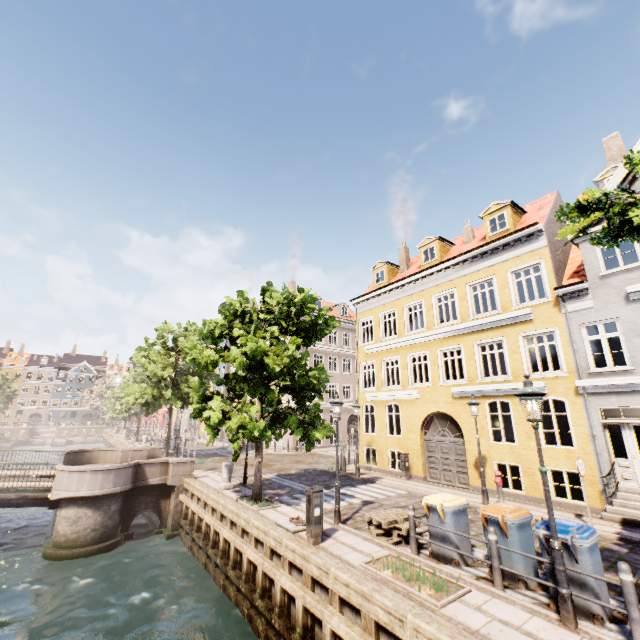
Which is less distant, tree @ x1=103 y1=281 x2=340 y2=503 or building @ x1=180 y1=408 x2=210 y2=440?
tree @ x1=103 y1=281 x2=340 y2=503

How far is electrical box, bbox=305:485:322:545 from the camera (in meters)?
8.12

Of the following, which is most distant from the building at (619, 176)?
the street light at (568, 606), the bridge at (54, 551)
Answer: the street light at (568, 606)

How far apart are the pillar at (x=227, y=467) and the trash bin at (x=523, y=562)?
10.6m

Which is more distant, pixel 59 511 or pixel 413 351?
pixel 413 351

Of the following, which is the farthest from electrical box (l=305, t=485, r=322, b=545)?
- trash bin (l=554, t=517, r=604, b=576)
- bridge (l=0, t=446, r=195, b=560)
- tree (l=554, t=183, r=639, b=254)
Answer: bridge (l=0, t=446, r=195, b=560)

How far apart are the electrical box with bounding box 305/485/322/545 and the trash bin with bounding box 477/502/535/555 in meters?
3.7 m

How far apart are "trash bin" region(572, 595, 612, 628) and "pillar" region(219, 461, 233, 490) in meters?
11.8
